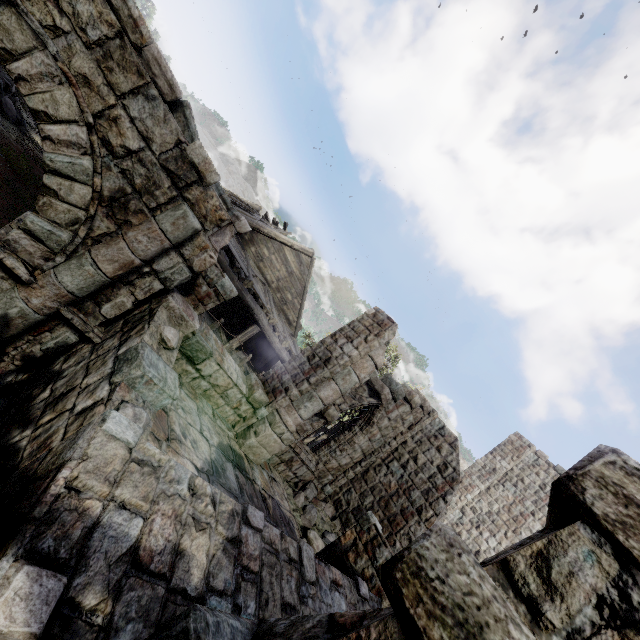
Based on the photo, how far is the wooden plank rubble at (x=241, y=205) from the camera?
15.5 meters

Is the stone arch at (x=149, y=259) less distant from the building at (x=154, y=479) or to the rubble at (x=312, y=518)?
the building at (x=154, y=479)

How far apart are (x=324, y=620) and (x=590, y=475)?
1.8m

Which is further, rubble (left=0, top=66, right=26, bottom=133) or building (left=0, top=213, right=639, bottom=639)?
rubble (left=0, top=66, right=26, bottom=133)

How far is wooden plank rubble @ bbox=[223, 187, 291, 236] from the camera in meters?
15.5 m

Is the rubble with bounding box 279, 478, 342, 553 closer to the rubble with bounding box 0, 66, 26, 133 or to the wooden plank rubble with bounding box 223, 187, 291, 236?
the wooden plank rubble with bounding box 223, 187, 291, 236

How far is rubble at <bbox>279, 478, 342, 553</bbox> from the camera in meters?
9.0

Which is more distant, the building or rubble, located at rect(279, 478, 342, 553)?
rubble, located at rect(279, 478, 342, 553)
